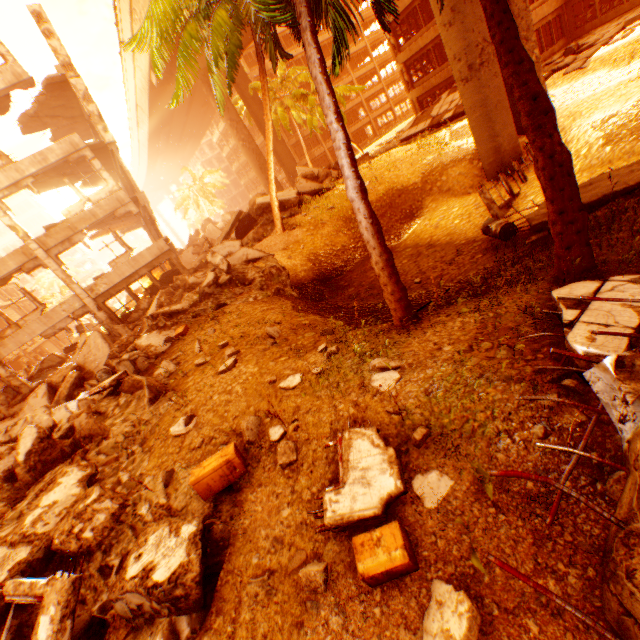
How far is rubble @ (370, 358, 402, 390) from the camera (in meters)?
4.87

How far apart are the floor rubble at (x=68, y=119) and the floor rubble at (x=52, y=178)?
2.5m

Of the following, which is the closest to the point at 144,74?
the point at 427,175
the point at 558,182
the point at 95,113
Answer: the point at 95,113

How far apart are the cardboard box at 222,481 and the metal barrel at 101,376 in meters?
8.7

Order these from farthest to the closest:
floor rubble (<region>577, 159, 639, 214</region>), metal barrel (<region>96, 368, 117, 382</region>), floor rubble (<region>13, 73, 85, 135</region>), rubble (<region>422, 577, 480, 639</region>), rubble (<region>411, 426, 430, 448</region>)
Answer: floor rubble (<region>13, 73, 85, 135</region>) < metal barrel (<region>96, 368, 117, 382</region>) < floor rubble (<region>577, 159, 639, 214</region>) < rubble (<region>411, 426, 430, 448</region>) < rubble (<region>422, 577, 480, 639</region>)

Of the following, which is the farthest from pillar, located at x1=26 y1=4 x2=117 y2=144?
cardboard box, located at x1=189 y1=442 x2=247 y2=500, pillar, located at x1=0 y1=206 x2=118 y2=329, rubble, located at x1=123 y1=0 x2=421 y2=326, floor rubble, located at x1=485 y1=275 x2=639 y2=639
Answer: floor rubble, located at x1=485 y1=275 x2=639 y2=639

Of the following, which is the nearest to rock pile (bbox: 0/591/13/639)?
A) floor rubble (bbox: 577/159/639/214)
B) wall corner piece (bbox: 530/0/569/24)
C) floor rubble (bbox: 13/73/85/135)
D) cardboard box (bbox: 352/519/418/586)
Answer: cardboard box (bbox: 352/519/418/586)

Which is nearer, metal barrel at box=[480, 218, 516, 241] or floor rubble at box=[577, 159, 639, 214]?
floor rubble at box=[577, 159, 639, 214]
